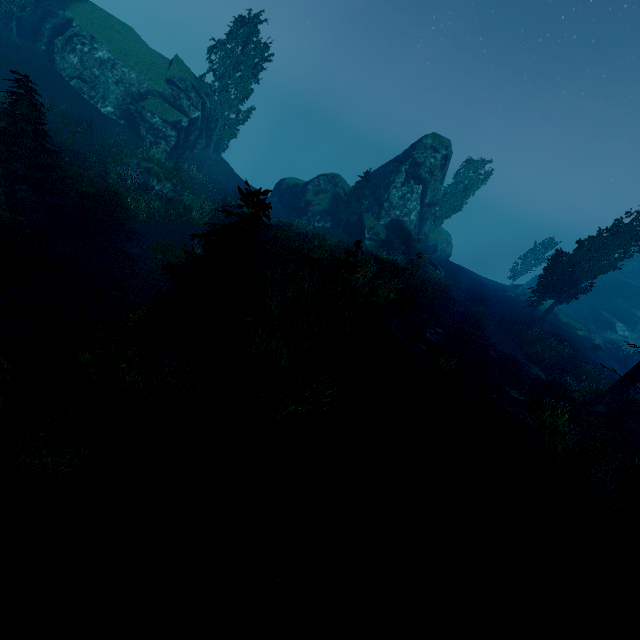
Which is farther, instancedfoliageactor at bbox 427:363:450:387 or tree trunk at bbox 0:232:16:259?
tree trunk at bbox 0:232:16:259

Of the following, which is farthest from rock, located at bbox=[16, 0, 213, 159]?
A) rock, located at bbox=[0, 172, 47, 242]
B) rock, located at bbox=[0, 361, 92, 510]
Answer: rock, located at bbox=[0, 361, 92, 510]

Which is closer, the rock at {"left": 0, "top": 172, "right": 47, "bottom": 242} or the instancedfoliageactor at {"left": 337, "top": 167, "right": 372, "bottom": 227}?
the rock at {"left": 0, "top": 172, "right": 47, "bottom": 242}

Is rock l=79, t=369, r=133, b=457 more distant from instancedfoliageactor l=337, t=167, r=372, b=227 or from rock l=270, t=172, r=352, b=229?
rock l=270, t=172, r=352, b=229

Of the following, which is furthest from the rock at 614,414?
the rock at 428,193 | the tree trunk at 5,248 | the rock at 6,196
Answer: the rock at 6,196

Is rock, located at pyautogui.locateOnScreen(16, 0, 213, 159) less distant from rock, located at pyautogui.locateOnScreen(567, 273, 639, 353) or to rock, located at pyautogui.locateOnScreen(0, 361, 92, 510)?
rock, located at pyautogui.locateOnScreen(0, 361, 92, 510)

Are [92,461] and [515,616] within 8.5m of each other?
yes

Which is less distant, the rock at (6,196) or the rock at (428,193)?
the rock at (6,196)
